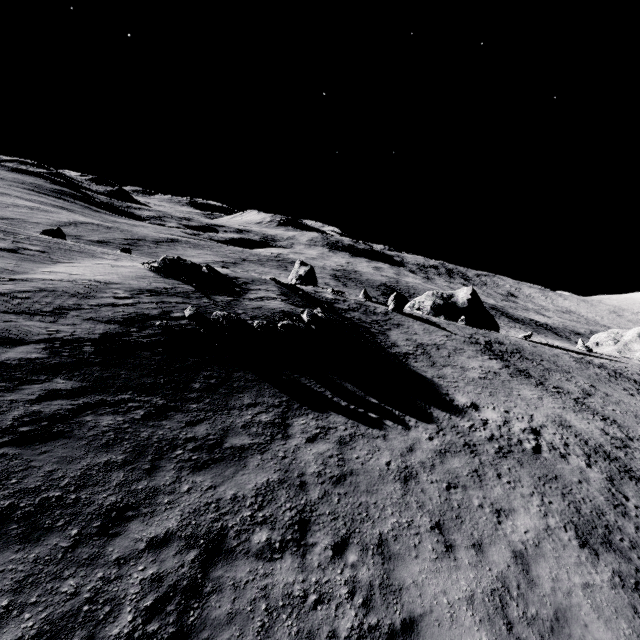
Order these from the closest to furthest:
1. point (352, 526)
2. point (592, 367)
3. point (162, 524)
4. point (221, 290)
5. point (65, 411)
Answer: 1. point (162, 524)
2. point (352, 526)
3. point (65, 411)
4. point (221, 290)
5. point (592, 367)

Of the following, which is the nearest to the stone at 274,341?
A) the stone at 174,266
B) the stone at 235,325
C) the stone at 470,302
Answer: the stone at 235,325

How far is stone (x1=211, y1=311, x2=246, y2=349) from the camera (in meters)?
15.69

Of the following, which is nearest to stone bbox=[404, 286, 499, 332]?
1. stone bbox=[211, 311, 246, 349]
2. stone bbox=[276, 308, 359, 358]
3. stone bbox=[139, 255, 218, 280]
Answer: stone bbox=[276, 308, 359, 358]

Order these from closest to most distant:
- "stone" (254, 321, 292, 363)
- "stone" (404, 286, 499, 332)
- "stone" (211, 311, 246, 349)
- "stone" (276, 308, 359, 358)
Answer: "stone" (211, 311, 246, 349) → "stone" (254, 321, 292, 363) → "stone" (276, 308, 359, 358) → "stone" (404, 286, 499, 332)

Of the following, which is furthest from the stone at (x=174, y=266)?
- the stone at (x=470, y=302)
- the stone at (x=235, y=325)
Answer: the stone at (x=470, y=302)

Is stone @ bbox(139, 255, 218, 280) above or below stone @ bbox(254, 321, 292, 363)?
above

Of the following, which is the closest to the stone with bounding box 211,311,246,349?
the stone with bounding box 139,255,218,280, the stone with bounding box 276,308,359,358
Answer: the stone with bounding box 276,308,359,358
